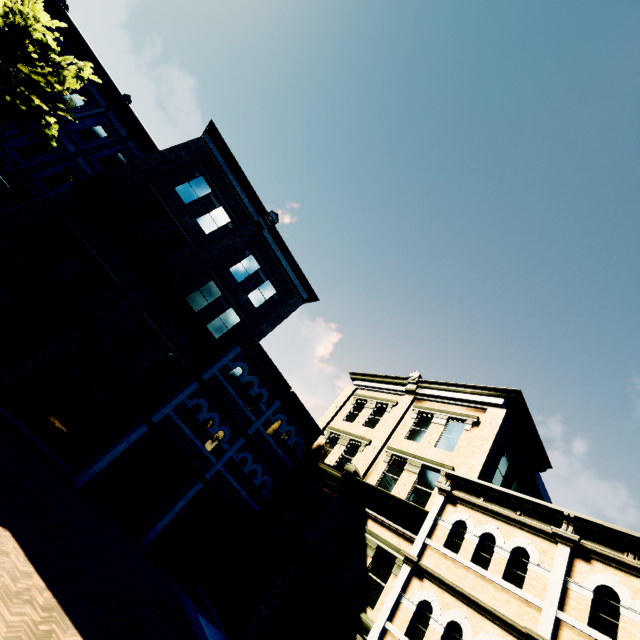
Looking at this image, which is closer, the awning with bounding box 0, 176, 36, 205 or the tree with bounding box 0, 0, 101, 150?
the tree with bounding box 0, 0, 101, 150

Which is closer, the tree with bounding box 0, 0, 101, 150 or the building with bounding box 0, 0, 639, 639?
the building with bounding box 0, 0, 639, 639

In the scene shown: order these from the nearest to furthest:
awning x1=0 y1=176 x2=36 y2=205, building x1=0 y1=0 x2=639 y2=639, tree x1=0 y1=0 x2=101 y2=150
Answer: building x1=0 y1=0 x2=639 y2=639 < tree x1=0 y1=0 x2=101 y2=150 < awning x1=0 y1=176 x2=36 y2=205

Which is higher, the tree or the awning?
the tree

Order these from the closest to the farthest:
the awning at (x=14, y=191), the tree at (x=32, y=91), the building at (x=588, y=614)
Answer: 1. the building at (x=588, y=614)
2. the tree at (x=32, y=91)
3. the awning at (x=14, y=191)

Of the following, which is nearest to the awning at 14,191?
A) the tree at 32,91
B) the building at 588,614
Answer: the building at 588,614

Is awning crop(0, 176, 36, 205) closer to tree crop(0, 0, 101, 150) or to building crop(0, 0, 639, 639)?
building crop(0, 0, 639, 639)

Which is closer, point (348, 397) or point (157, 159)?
point (157, 159)
